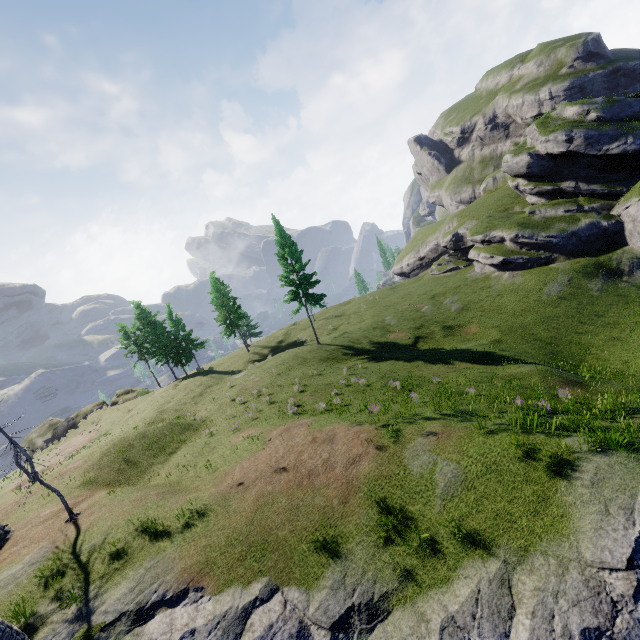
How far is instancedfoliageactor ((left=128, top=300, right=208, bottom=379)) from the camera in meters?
44.1 m

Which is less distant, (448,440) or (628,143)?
(448,440)

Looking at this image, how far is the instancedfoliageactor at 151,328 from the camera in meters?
44.1 m
